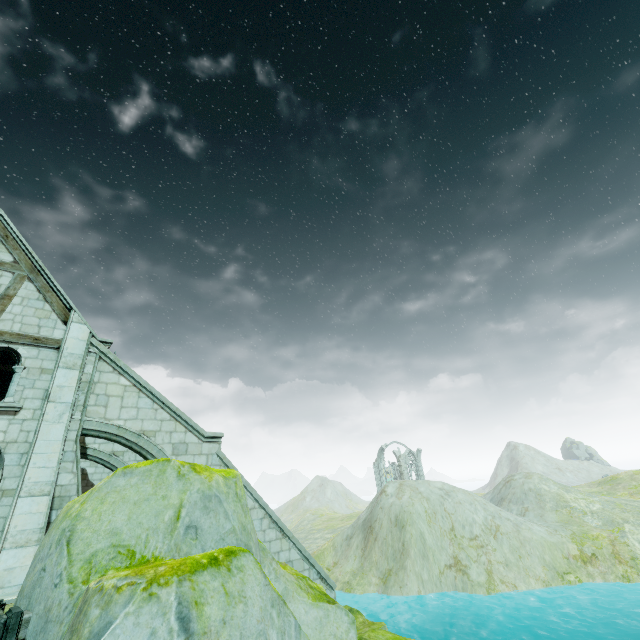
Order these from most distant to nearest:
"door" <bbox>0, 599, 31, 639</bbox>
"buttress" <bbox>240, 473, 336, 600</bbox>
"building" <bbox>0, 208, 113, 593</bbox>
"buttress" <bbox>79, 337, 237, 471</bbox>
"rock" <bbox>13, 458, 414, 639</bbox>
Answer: "buttress" <bbox>240, 473, 336, 600</bbox>, "buttress" <bbox>79, 337, 237, 471</bbox>, "building" <bbox>0, 208, 113, 593</bbox>, "door" <bbox>0, 599, 31, 639</bbox>, "rock" <bbox>13, 458, 414, 639</bbox>

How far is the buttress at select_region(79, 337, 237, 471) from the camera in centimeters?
1025cm

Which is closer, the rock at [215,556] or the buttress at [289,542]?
the rock at [215,556]

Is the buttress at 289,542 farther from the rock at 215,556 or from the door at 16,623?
the door at 16,623

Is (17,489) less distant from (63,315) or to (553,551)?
(63,315)

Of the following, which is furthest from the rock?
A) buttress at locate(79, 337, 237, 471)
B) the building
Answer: the building

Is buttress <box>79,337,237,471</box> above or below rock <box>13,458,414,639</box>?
above
